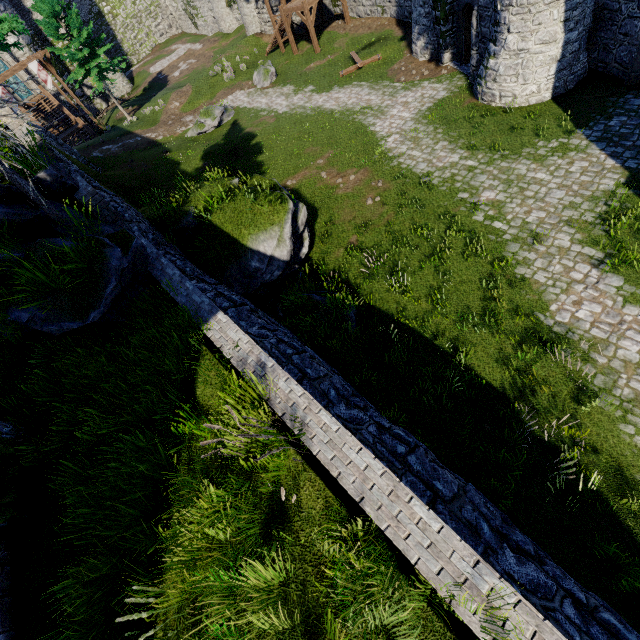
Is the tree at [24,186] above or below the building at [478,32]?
above

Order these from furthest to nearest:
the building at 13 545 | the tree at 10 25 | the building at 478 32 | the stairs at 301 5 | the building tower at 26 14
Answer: the building tower at 26 14 → the stairs at 301 5 → the building at 478 32 → the tree at 10 25 → the building at 13 545

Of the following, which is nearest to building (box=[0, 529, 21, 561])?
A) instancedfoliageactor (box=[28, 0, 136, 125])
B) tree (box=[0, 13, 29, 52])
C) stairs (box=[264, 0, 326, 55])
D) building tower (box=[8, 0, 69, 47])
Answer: tree (box=[0, 13, 29, 52])

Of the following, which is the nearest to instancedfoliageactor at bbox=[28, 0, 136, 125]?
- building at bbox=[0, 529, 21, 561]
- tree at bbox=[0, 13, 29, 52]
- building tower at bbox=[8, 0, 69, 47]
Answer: building tower at bbox=[8, 0, 69, 47]

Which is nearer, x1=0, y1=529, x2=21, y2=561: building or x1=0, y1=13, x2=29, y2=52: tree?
x1=0, y1=529, x2=21, y2=561: building

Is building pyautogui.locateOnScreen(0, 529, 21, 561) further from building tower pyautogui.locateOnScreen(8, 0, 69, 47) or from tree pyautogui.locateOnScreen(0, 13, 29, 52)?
building tower pyautogui.locateOnScreen(8, 0, 69, 47)

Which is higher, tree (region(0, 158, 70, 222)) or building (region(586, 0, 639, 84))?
tree (region(0, 158, 70, 222))

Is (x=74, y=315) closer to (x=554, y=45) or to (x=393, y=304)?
(x=393, y=304)
